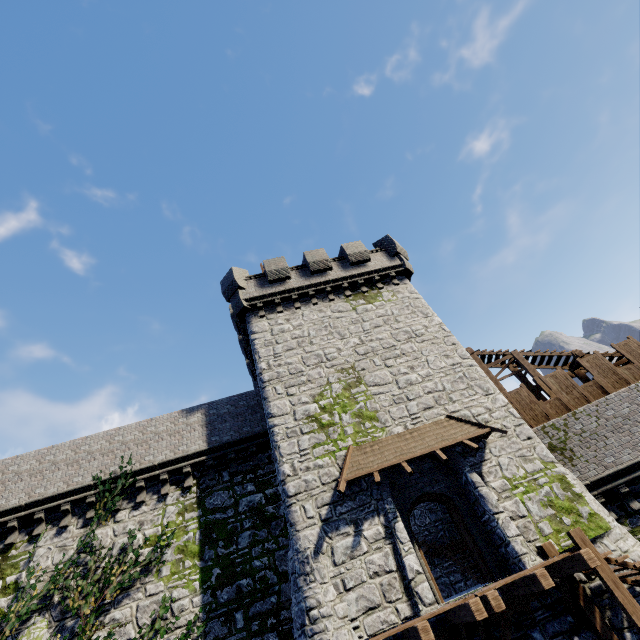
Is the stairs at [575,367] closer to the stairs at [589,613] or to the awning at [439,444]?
the awning at [439,444]

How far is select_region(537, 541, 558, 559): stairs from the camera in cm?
941

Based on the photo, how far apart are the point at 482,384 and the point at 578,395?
5.6 meters

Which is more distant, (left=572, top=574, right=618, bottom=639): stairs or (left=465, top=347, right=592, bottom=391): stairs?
(left=465, top=347, right=592, bottom=391): stairs

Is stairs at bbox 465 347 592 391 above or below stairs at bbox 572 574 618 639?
above

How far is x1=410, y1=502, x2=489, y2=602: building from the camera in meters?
13.3

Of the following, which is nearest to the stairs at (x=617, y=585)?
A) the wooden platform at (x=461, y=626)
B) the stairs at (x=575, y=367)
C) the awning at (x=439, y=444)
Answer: the wooden platform at (x=461, y=626)

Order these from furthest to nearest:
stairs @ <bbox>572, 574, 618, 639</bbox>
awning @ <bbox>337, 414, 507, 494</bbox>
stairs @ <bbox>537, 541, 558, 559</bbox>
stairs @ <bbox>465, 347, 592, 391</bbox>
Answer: stairs @ <bbox>465, 347, 592, 391</bbox> → awning @ <bbox>337, 414, 507, 494</bbox> → stairs @ <bbox>537, 541, 558, 559</bbox> → stairs @ <bbox>572, 574, 618, 639</bbox>
